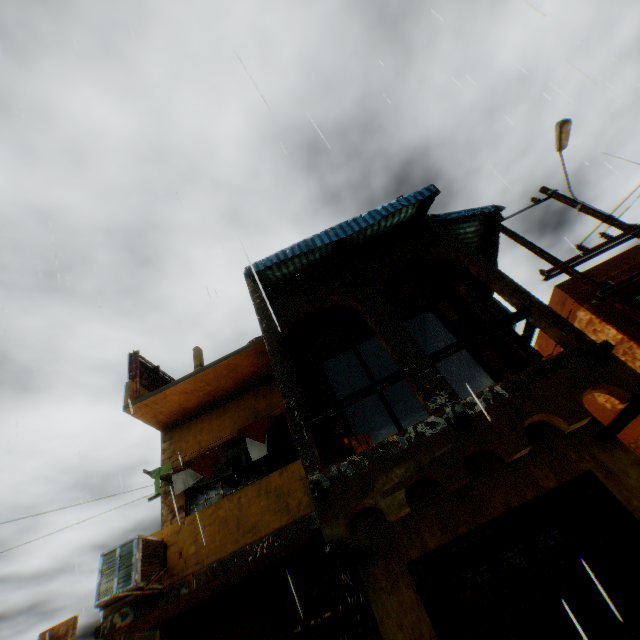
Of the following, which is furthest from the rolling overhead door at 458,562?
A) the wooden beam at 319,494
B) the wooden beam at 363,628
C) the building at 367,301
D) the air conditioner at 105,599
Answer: the wooden beam at 319,494

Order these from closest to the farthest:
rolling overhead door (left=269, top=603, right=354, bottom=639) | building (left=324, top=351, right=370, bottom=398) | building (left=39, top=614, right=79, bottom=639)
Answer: rolling overhead door (left=269, top=603, right=354, bottom=639), building (left=324, top=351, right=370, bottom=398), building (left=39, top=614, right=79, bottom=639)

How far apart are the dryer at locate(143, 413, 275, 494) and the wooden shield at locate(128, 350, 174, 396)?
2.2m

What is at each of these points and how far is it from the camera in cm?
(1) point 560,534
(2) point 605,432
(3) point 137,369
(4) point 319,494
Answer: (1) rolling overhead door, 508
(2) wooden beam, 511
(3) wooden shield, 1019
(4) wooden beam, 438

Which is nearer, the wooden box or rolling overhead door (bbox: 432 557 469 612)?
rolling overhead door (bbox: 432 557 469 612)

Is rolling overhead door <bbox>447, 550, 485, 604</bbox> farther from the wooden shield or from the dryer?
the wooden shield

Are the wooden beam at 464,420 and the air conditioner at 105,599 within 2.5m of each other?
no

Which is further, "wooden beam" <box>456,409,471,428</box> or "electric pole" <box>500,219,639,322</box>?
"electric pole" <box>500,219,639,322</box>
